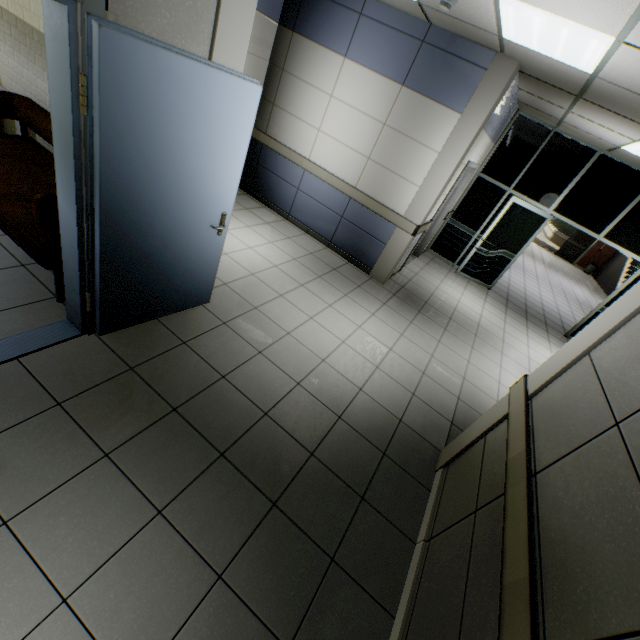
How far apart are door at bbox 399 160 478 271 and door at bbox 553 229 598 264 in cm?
1402

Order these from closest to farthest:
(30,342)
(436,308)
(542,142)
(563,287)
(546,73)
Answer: (30,342), (546,73), (436,308), (542,142), (563,287)

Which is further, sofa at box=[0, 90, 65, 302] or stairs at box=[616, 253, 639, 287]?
stairs at box=[616, 253, 639, 287]

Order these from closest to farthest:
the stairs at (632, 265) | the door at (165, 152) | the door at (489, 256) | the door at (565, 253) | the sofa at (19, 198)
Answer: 1. the door at (165, 152)
2. the sofa at (19, 198)
3. the door at (489, 256)
4. the stairs at (632, 265)
5. the door at (565, 253)

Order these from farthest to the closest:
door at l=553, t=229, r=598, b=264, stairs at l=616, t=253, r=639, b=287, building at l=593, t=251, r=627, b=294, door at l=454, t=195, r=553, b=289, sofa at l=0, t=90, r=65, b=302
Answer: door at l=553, t=229, r=598, b=264
building at l=593, t=251, r=627, b=294
stairs at l=616, t=253, r=639, b=287
door at l=454, t=195, r=553, b=289
sofa at l=0, t=90, r=65, b=302

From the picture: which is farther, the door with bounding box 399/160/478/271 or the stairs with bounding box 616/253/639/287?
the stairs with bounding box 616/253/639/287

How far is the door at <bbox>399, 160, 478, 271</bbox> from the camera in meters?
5.5

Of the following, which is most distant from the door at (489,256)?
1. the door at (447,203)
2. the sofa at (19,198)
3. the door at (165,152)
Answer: the sofa at (19,198)
